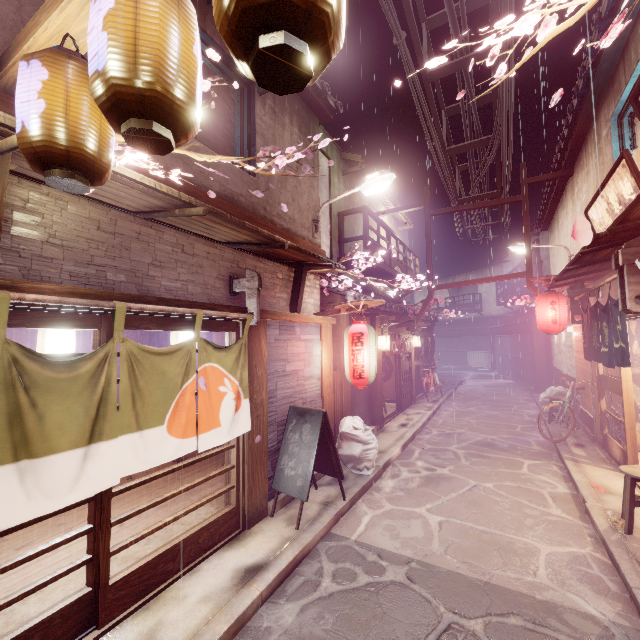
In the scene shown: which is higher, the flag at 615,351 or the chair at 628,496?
the flag at 615,351

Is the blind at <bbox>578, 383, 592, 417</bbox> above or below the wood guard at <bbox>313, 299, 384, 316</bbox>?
below

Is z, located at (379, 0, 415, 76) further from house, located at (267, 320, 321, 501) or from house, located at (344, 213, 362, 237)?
house, located at (267, 320, 321, 501)

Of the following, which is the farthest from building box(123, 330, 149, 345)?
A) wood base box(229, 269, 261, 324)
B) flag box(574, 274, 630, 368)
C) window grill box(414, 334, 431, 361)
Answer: window grill box(414, 334, 431, 361)

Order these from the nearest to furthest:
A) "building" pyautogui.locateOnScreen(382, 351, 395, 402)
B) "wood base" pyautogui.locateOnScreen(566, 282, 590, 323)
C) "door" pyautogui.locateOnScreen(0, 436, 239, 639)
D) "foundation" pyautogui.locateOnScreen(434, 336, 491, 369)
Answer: "door" pyautogui.locateOnScreen(0, 436, 239, 639) → "wood base" pyautogui.locateOnScreen(566, 282, 590, 323) → "building" pyautogui.locateOnScreen(382, 351, 395, 402) → "foundation" pyautogui.locateOnScreen(434, 336, 491, 369)

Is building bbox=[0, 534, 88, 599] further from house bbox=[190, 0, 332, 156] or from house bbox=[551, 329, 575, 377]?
house bbox=[551, 329, 575, 377]

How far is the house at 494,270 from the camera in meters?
38.1

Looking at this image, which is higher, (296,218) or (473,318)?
(296,218)
